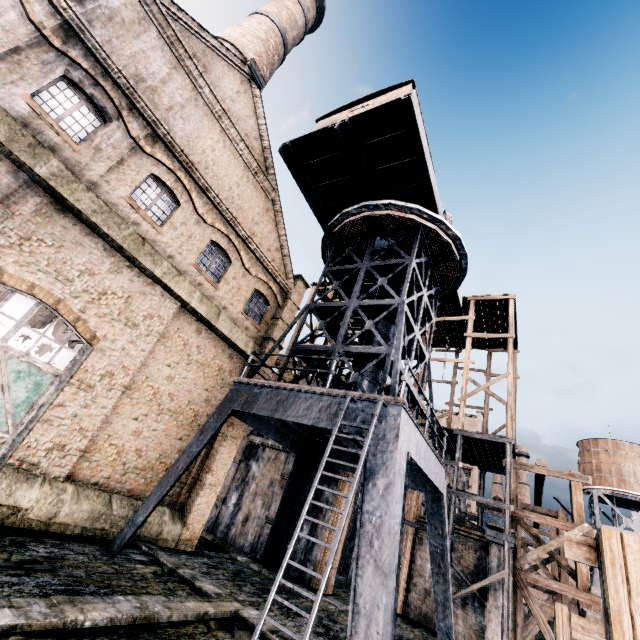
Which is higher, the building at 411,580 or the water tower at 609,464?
the water tower at 609,464

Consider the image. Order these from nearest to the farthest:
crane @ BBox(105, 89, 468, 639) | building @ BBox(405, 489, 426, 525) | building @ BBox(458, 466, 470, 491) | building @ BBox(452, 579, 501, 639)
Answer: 1. crane @ BBox(105, 89, 468, 639)
2. building @ BBox(452, 579, 501, 639)
3. building @ BBox(405, 489, 426, 525)
4. building @ BBox(458, 466, 470, 491)

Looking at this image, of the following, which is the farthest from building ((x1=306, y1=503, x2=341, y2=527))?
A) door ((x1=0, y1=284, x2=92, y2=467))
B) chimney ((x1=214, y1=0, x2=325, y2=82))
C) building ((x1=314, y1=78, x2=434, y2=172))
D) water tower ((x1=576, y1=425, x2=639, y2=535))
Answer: water tower ((x1=576, y1=425, x2=639, y2=535))

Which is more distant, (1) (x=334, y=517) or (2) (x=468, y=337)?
(2) (x=468, y=337)

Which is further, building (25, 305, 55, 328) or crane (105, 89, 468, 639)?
building (25, 305, 55, 328)

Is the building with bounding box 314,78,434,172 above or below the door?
above

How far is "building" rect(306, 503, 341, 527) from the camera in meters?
17.8

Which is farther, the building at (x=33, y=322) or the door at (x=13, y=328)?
the building at (x=33, y=322)
